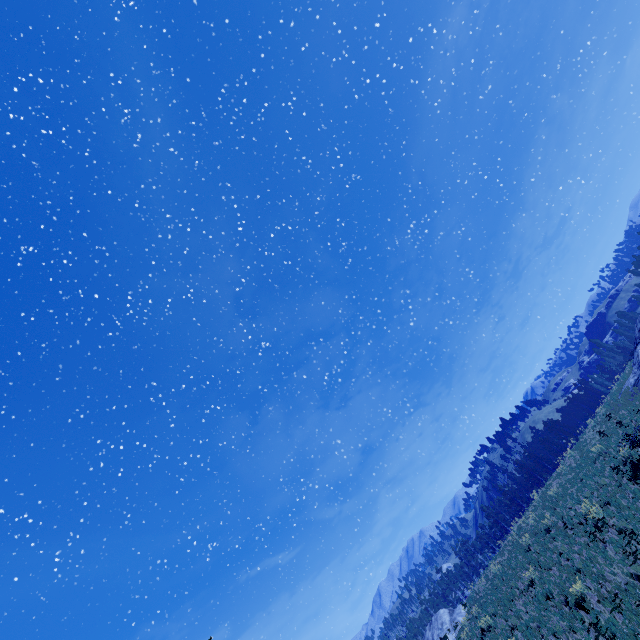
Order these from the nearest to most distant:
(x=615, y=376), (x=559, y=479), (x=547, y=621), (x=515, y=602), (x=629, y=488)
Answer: (x=547, y=621)
(x=629, y=488)
(x=515, y=602)
(x=559, y=479)
(x=615, y=376)

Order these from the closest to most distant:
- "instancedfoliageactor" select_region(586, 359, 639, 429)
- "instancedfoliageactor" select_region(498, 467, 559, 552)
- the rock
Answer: "instancedfoliageactor" select_region(586, 359, 639, 429) → "instancedfoliageactor" select_region(498, 467, 559, 552) → the rock

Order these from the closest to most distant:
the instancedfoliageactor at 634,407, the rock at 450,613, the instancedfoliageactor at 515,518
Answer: the instancedfoliageactor at 634,407 → the instancedfoliageactor at 515,518 → the rock at 450,613

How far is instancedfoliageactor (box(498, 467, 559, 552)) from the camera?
28.12m

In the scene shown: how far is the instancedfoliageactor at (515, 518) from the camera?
28.12m

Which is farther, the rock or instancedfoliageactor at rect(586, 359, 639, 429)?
the rock

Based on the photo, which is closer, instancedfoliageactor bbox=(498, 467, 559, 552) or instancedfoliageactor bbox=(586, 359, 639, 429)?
instancedfoliageactor bbox=(586, 359, 639, 429)
